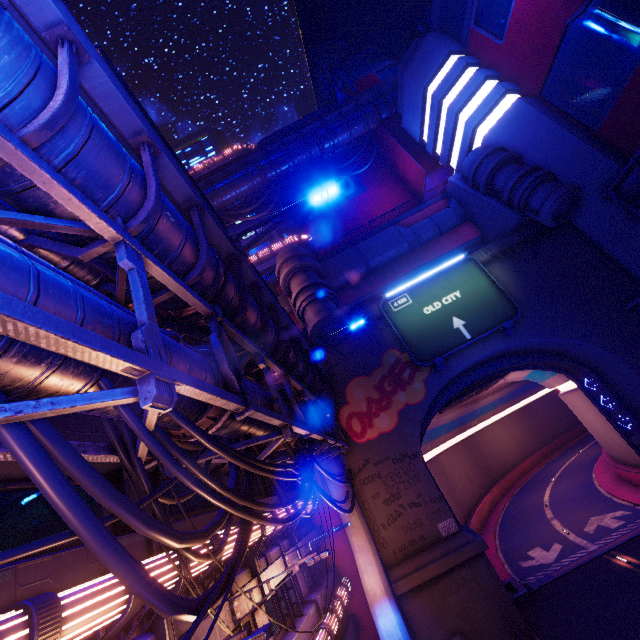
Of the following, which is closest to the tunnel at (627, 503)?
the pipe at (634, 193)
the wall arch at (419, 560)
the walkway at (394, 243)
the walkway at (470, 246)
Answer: the wall arch at (419, 560)

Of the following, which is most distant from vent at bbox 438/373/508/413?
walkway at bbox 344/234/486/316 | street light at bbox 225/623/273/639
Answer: street light at bbox 225/623/273/639

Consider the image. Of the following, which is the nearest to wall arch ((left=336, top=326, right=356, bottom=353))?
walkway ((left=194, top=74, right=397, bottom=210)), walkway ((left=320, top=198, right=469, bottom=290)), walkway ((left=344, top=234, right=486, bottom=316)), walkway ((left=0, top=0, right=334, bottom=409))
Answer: walkway ((left=0, top=0, right=334, bottom=409))

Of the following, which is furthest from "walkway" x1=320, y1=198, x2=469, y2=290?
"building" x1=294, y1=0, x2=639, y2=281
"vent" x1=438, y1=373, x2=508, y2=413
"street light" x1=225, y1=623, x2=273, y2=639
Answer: "street light" x1=225, y1=623, x2=273, y2=639

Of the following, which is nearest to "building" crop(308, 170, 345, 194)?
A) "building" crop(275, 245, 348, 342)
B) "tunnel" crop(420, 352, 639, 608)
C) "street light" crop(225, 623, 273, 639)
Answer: "tunnel" crop(420, 352, 639, 608)

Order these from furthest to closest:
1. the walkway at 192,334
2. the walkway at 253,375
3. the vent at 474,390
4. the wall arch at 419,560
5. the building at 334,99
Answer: the building at 334,99
the vent at 474,390
the wall arch at 419,560
the walkway at 253,375
the walkway at 192,334

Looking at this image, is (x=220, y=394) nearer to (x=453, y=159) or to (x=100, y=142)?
(x=100, y=142)

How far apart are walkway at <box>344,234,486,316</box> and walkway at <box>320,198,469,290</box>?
1.5 meters
